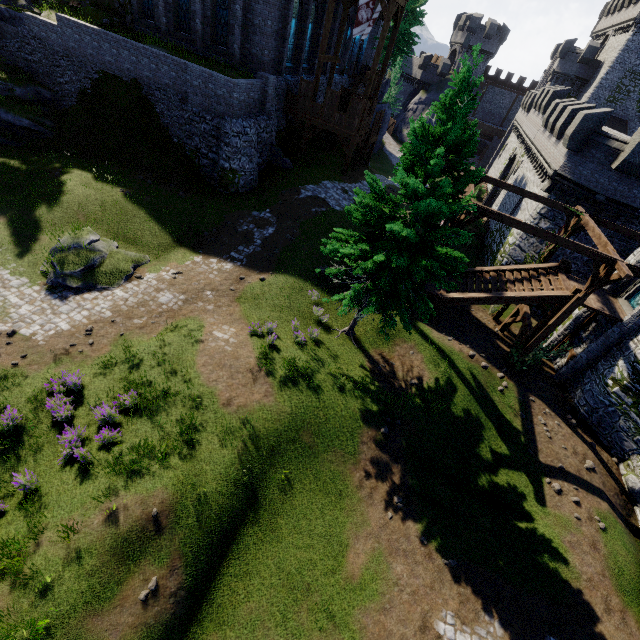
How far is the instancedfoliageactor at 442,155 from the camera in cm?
920

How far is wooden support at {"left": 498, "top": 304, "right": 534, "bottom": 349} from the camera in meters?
17.0 m

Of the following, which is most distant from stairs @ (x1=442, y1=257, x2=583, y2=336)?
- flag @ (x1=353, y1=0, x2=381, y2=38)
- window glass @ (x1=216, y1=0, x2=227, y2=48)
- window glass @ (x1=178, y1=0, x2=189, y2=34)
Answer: window glass @ (x1=178, y1=0, x2=189, y2=34)

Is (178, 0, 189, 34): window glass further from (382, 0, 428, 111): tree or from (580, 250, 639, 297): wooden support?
(580, 250, 639, 297): wooden support

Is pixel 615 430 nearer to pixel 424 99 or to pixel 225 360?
pixel 225 360

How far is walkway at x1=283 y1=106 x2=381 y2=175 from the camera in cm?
2431

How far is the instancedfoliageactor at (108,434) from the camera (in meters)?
9.65

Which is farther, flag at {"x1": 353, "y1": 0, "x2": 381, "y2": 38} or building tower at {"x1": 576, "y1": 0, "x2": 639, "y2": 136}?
building tower at {"x1": 576, "y1": 0, "x2": 639, "y2": 136}
